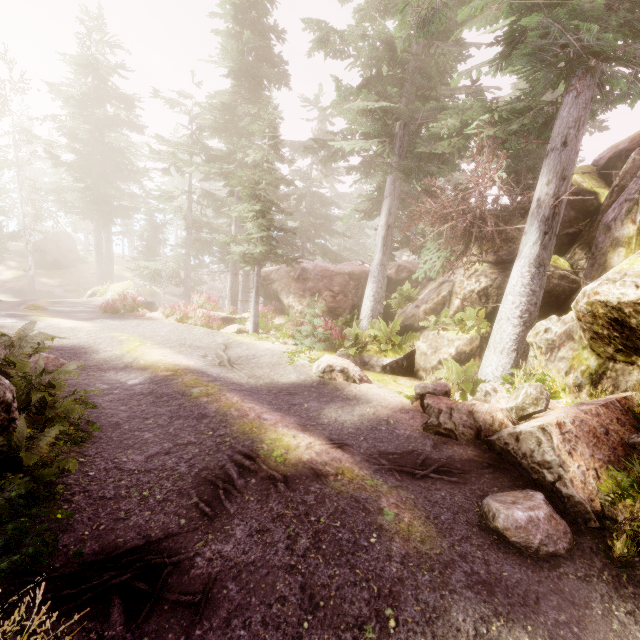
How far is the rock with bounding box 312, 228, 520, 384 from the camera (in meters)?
10.83

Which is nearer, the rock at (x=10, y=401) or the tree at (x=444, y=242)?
the rock at (x=10, y=401)

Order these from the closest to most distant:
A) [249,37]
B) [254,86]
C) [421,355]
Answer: [421,355], [249,37], [254,86]

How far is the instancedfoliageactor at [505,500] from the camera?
4.0m

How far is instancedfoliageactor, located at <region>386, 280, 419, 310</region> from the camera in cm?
1437

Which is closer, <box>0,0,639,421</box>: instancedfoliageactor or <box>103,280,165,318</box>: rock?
<box>0,0,639,421</box>: instancedfoliageactor

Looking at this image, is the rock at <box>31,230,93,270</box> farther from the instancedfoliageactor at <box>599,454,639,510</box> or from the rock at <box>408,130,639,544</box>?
the rock at <box>408,130,639,544</box>
